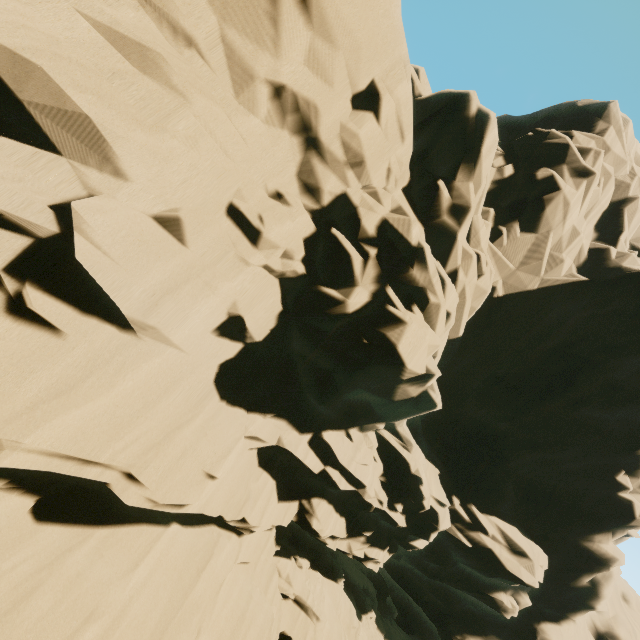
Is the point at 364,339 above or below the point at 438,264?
below
